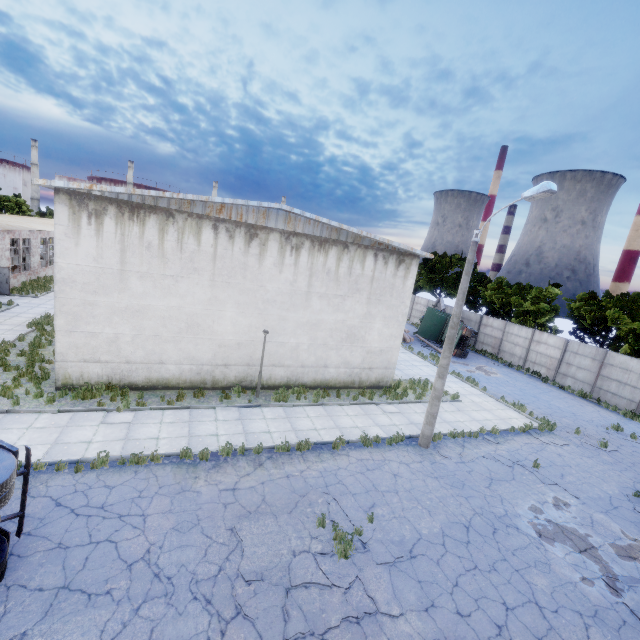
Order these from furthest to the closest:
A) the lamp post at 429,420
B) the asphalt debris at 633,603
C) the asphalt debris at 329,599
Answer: the lamp post at 429,420 < the asphalt debris at 633,603 < the asphalt debris at 329,599

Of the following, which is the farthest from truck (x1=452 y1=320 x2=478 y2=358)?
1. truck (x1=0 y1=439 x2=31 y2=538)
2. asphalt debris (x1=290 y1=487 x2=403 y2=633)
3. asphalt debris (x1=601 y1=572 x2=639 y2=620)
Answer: truck (x1=0 y1=439 x2=31 y2=538)

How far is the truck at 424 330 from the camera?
32.69m

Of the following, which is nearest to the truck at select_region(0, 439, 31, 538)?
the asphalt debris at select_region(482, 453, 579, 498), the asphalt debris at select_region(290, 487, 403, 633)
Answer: the asphalt debris at select_region(290, 487, 403, 633)

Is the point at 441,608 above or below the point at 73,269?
below

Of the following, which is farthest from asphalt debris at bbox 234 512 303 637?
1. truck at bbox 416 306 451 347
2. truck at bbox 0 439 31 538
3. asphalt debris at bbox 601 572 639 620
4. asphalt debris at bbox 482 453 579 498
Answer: truck at bbox 416 306 451 347

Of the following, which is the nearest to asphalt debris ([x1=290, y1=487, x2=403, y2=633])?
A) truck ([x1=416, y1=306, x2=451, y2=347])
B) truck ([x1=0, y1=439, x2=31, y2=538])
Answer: truck ([x1=0, y1=439, x2=31, y2=538])

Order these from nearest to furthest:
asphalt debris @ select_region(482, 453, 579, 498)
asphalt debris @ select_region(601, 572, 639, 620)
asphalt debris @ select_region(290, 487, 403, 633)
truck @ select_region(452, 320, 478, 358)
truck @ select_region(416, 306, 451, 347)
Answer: asphalt debris @ select_region(290, 487, 403, 633)
asphalt debris @ select_region(601, 572, 639, 620)
asphalt debris @ select_region(482, 453, 579, 498)
truck @ select_region(452, 320, 478, 358)
truck @ select_region(416, 306, 451, 347)
